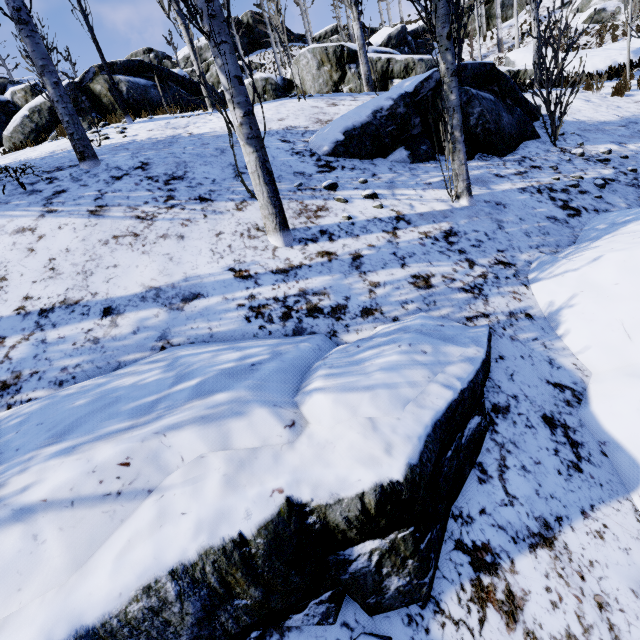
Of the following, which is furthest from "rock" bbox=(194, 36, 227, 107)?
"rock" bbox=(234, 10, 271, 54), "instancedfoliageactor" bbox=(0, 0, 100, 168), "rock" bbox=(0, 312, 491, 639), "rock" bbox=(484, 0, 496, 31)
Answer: "rock" bbox=(0, 312, 491, 639)

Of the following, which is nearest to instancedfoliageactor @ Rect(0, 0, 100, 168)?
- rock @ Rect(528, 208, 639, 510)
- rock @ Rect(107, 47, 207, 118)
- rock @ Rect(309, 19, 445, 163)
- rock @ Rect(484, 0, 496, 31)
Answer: rock @ Rect(528, 208, 639, 510)

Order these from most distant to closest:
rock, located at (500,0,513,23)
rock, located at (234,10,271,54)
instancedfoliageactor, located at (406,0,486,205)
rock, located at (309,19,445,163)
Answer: rock, located at (234,10,271,54) → rock, located at (500,0,513,23) → rock, located at (309,19,445,163) → instancedfoliageactor, located at (406,0,486,205)

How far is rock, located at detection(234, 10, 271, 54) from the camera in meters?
41.3

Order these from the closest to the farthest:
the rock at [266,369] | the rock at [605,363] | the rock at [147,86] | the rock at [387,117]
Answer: the rock at [266,369], the rock at [605,363], the rock at [387,117], the rock at [147,86]

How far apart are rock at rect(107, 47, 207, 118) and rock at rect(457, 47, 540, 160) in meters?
16.7 m

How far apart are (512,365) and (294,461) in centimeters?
194cm

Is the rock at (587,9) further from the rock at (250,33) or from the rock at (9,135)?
the rock at (9,135)
